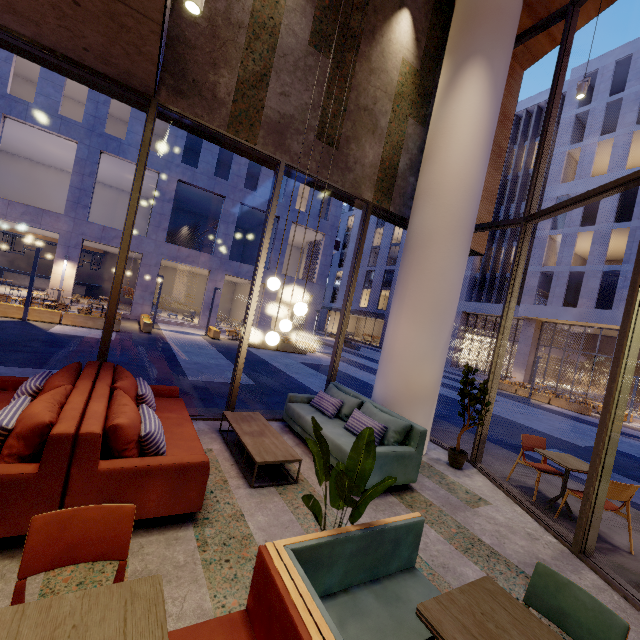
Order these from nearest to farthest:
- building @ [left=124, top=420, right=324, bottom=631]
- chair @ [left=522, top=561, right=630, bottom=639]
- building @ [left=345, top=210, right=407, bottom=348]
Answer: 1. chair @ [left=522, top=561, right=630, bottom=639]
2. building @ [left=124, top=420, right=324, bottom=631]
3. building @ [left=345, top=210, right=407, bottom=348]

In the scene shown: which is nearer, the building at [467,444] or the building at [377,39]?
the building at [377,39]

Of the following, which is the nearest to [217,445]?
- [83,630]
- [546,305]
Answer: [83,630]

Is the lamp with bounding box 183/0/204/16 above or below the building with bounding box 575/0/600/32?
below

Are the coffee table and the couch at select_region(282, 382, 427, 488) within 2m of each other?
yes

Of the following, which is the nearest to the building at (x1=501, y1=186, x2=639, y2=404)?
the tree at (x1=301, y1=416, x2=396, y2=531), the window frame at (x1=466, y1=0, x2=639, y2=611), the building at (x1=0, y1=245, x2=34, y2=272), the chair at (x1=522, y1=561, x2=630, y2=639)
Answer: the window frame at (x1=466, y1=0, x2=639, y2=611)

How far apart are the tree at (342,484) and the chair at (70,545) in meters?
1.0

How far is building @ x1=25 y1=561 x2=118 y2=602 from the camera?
2.1 meters
